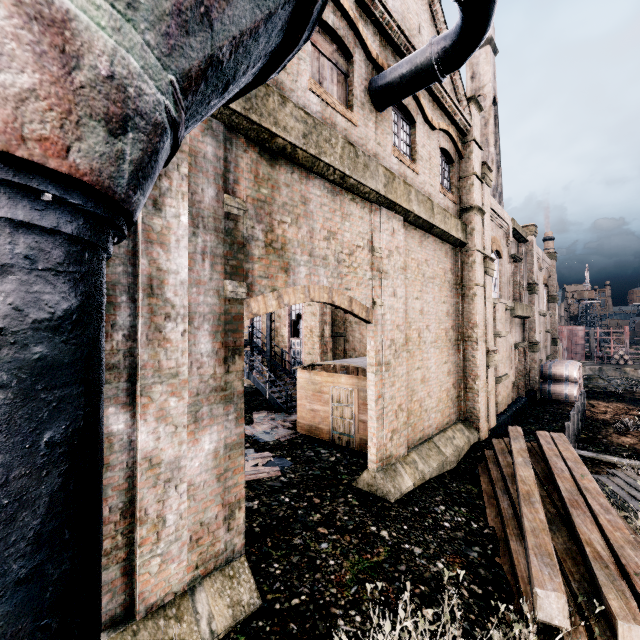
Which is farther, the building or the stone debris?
the stone debris

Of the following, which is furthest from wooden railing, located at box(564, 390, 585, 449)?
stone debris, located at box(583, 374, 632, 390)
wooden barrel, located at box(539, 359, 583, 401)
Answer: stone debris, located at box(583, 374, 632, 390)

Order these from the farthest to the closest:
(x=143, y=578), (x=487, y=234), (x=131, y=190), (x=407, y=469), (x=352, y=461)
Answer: (x=487, y=234) → (x=352, y=461) → (x=407, y=469) → (x=143, y=578) → (x=131, y=190)

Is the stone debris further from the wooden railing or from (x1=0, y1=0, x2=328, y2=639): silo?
(x1=0, y1=0, x2=328, y2=639): silo

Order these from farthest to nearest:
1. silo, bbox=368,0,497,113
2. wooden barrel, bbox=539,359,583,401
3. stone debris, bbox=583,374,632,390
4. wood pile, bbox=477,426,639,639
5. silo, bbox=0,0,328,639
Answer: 1. stone debris, bbox=583,374,632,390
2. wooden barrel, bbox=539,359,583,401
3. silo, bbox=368,0,497,113
4. wood pile, bbox=477,426,639,639
5. silo, bbox=0,0,328,639

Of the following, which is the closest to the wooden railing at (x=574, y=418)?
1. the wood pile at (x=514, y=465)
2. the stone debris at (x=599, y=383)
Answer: the wood pile at (x=514, y=465)

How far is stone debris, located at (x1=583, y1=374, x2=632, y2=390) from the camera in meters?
28.2

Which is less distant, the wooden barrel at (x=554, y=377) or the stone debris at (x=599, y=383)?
the wooden barrel at (x=554, y=377)
